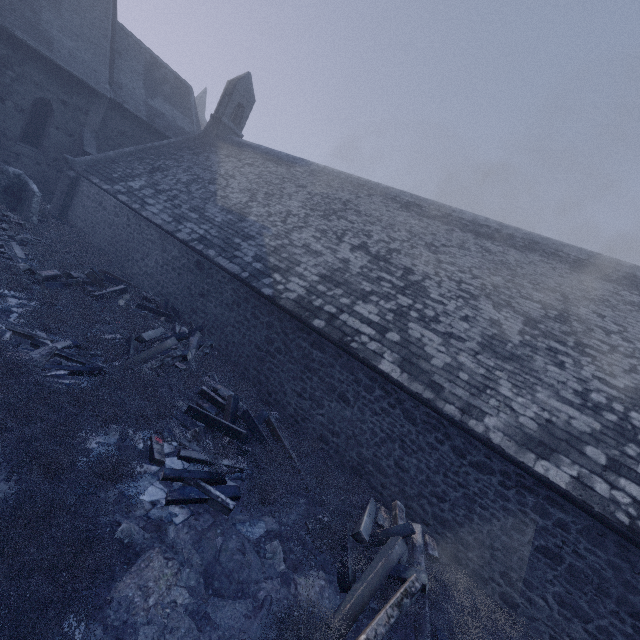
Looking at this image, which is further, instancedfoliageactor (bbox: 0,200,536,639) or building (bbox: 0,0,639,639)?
building (bbox: 0,0,639,639)

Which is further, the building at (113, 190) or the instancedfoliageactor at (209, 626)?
the building at (113, 190)

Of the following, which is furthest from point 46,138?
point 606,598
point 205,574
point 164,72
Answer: point 606,598

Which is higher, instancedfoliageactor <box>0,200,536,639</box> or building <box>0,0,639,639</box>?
building <box>0,0,639,639</box>

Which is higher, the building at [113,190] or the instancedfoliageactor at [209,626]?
the building at [113,190]
